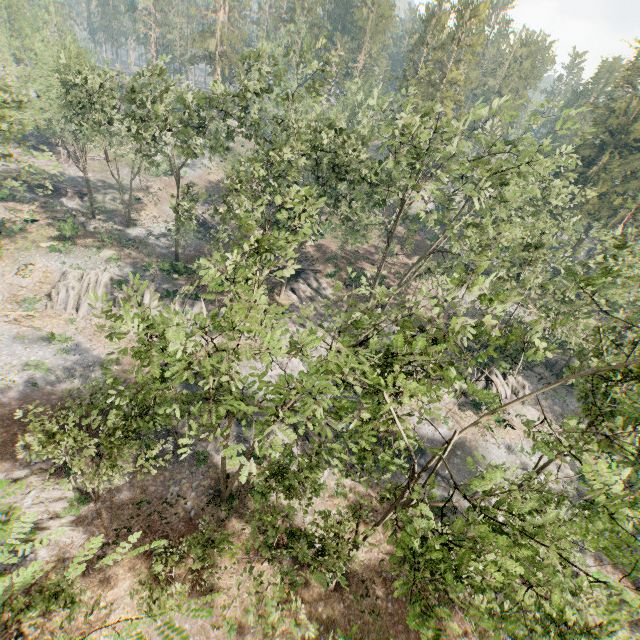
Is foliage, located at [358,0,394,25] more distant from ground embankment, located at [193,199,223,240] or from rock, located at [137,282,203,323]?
ground embankment, located at [193,199,223,240]

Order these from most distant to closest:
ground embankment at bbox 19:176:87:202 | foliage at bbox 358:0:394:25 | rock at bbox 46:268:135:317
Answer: foliage at bbox 358:0:394:25 → ground embankment at bbox 19:176:87:202 → rock at bbox 46:268:135:317

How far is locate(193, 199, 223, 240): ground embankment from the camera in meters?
47.3 m

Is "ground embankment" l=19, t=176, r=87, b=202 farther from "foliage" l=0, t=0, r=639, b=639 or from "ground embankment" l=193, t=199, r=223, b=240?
"ground embankment" l=193, t=199, r=223, b=240

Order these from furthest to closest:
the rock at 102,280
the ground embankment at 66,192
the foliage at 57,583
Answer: the ground embankment at 66,192 < the rock at 102,280 < the foliage at 57,583

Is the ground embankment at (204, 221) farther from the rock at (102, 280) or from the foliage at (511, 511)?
the foliage at (511, 511)

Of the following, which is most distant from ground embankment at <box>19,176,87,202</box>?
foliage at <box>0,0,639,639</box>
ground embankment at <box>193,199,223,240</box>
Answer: ground embankment at <box>193,199,223,240</box>

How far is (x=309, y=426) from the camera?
11.0m
